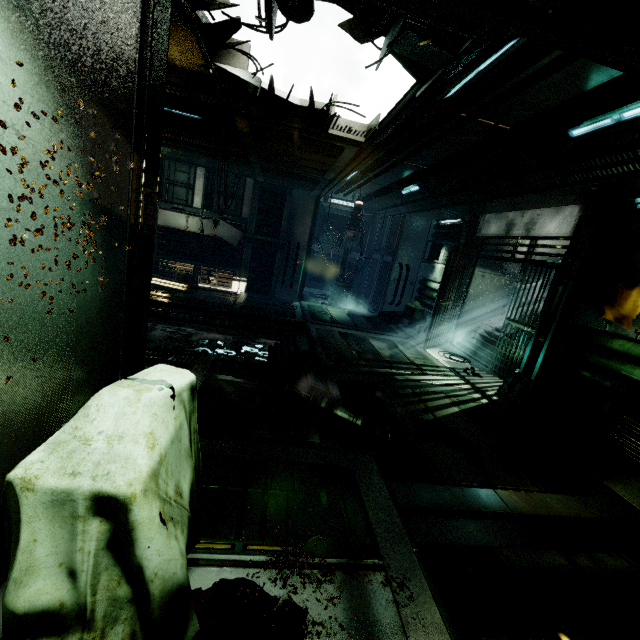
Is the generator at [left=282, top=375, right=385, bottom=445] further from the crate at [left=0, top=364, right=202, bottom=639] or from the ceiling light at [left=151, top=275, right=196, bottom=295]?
the ceiling light at [left=151, top=275, right=196, bottom=295]

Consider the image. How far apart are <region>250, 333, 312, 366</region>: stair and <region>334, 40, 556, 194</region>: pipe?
5.1 meters

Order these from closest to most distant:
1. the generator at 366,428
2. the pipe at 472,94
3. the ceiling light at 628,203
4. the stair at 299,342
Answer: the pipe at 472,94, the generator at 366,428, the ceiling light at 628,203, the stair at 299,342

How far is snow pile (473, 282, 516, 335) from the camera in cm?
1033

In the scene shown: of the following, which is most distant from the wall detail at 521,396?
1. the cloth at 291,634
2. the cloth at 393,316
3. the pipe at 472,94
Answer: the cloth at 291,634

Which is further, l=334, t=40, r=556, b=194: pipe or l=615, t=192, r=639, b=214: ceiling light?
l=615, t=192, r=639, b=214: ceiling light

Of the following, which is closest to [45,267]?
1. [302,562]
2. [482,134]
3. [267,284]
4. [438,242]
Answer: [302,562]

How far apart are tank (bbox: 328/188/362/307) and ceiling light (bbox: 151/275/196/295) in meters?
6.6
